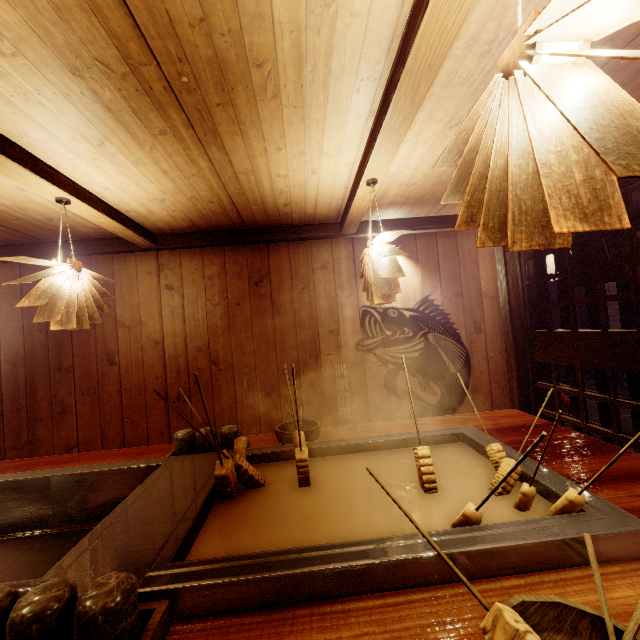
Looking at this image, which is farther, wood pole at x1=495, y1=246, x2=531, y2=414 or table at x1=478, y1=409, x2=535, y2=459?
wood pole at x1=495, y1=246, x2=531, y2=414

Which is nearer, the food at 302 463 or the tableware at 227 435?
the food at 302 463

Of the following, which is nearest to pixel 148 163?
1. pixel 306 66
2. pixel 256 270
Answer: pixel 306 66

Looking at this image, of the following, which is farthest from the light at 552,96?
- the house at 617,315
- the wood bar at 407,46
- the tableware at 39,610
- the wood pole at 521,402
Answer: the house at 617,315

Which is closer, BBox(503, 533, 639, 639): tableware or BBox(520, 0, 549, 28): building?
BBox(503, 533, 639, 639): tableware

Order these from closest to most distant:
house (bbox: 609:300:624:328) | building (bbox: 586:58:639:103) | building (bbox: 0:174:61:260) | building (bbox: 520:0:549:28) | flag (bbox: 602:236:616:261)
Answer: building (bbox: 520:0:549:28) → building (bbox: 586:58:639:103) → building (bbox: 0:174:61:260) → flag (bbox: 602:236:616:261) → house (bbox: 609:300:624:328)

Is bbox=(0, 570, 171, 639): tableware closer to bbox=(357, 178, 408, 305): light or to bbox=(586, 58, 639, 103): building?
bbox=(586, 58, 639, 103): building

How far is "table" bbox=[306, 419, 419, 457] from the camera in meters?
3.1
